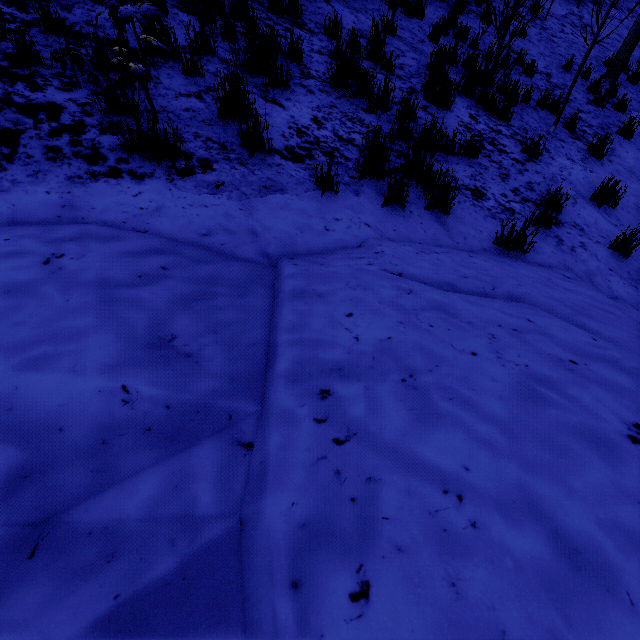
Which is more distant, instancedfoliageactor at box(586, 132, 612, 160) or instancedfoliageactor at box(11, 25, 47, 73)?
instancedfoliageactor at box(586, 132, 612, 160)

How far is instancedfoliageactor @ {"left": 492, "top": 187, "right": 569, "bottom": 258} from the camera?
3.19m

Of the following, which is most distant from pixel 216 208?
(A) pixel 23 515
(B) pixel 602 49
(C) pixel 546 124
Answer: (B) pixel 602 49

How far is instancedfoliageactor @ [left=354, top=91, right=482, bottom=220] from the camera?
3.3 meters

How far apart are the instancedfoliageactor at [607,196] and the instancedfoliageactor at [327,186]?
4.21m

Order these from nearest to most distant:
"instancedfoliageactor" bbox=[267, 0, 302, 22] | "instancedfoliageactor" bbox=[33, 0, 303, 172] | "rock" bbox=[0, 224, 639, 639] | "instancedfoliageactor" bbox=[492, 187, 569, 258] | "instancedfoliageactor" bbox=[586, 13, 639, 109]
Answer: "rock" bbox=[0, 224, 639, 639] < "instancedfoliageactor" bbox=[33, 0, 303, 172] < "instancedfoliageactor" bbox=[492, 187, 569, 258] < "instancedfoliageactor" bbox=[267, 0, 302, 22] < "instancedfoliageactor" bbox=[586, 13, 639, 109]

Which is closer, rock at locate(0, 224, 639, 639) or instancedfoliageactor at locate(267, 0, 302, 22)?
rock at locate(0, 224, 639, 639)

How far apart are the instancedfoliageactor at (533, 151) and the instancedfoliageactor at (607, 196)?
1.8 meters
